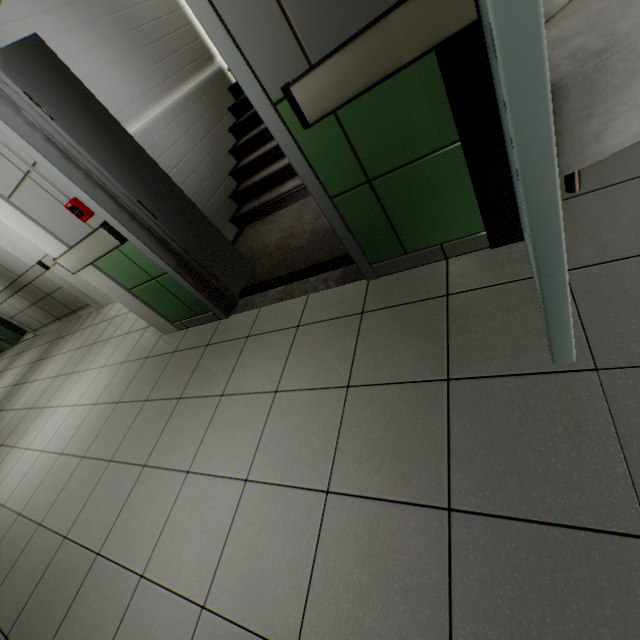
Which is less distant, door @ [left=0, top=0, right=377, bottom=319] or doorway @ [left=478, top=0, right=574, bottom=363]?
doorway @ [left=478, top=0, right=574, bottom=363]

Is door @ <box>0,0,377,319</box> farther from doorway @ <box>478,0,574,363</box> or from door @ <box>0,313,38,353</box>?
door @ <box>0,313,38,353</box>

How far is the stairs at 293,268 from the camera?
2.7 meters

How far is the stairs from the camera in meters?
2.7 m

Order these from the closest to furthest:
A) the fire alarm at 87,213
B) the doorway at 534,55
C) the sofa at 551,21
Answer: the doorway at 534,55, the sofa at 551,21, the fire alarm at 87,213

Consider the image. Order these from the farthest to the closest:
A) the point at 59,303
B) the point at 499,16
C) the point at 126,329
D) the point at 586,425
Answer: the point at 59,303 < the point at 126,329 < the point at 586,425 < the point at 499,16

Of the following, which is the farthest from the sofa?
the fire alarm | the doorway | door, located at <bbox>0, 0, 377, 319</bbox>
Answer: the fire alarm

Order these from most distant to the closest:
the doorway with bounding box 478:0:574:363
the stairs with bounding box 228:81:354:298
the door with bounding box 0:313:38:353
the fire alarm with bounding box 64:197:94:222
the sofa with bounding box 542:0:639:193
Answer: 1. the door with bounding box 0:313:38:353
2. the stairs with bounding box 228:81:354:298
3. the fire alarm with bounding box 64:197:94:222
4. the sofa with bounding box 542:0:639:193
5. the doorway with bounding box 478:0:574:363
